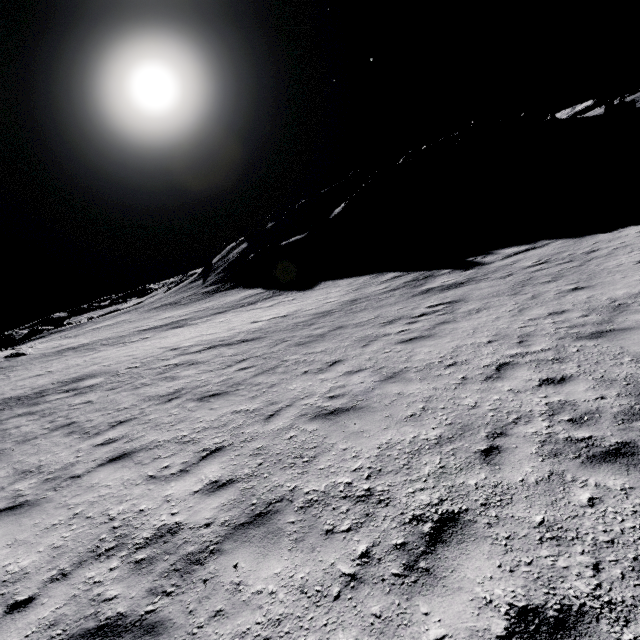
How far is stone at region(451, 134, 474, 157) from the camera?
56.8 meters

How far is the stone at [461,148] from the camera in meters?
56.8

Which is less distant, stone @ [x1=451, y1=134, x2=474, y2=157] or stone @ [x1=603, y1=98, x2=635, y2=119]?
stone @ [x1=603, y1=98, x2=635, y2=119]

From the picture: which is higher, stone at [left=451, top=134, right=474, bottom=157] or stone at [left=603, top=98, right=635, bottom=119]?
stone at [left=451, top=134, right=474, bottom=157]

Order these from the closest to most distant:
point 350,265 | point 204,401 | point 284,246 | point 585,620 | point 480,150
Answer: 1. point 585,620
2. point 204,401
3. point 350,265
4. point 284,246
5. point 480,150

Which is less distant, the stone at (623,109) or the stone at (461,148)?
the stone at (623,109)
